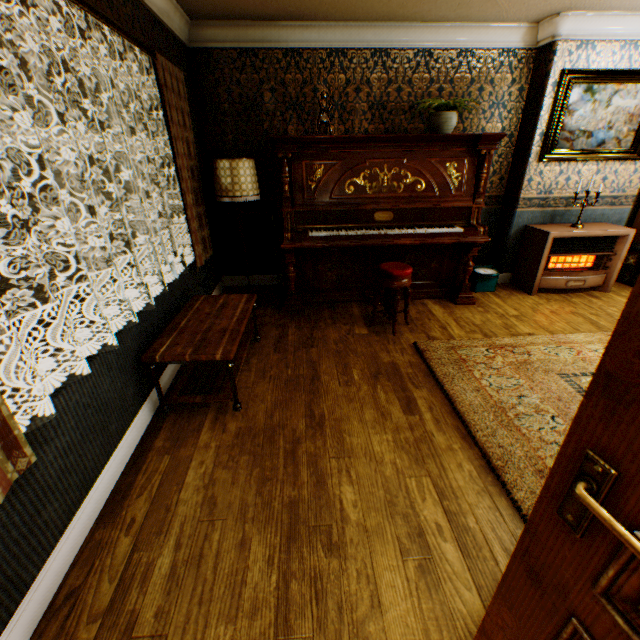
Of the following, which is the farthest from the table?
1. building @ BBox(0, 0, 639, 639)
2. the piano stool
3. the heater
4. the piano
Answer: the heater

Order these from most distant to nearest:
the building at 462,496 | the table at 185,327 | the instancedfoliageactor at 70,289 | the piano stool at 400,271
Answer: the instancedfoliageactor at 70,289, the piano stool at 400,271, the table at 185,327, the building at 462,496

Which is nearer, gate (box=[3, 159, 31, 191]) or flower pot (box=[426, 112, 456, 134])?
flower pot (box=[426, 112, 456, 134])

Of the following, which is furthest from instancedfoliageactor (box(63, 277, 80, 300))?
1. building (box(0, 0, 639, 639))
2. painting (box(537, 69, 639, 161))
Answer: painting (box(537, 69, 639, 161))

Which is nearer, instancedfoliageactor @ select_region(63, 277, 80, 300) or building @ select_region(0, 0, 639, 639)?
building @ select_region(0, 0, 639, 639)

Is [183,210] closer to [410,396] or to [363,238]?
[363,238]

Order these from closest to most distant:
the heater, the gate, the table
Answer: the table < the heater < the gate

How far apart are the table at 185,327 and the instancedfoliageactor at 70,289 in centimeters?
408cm
